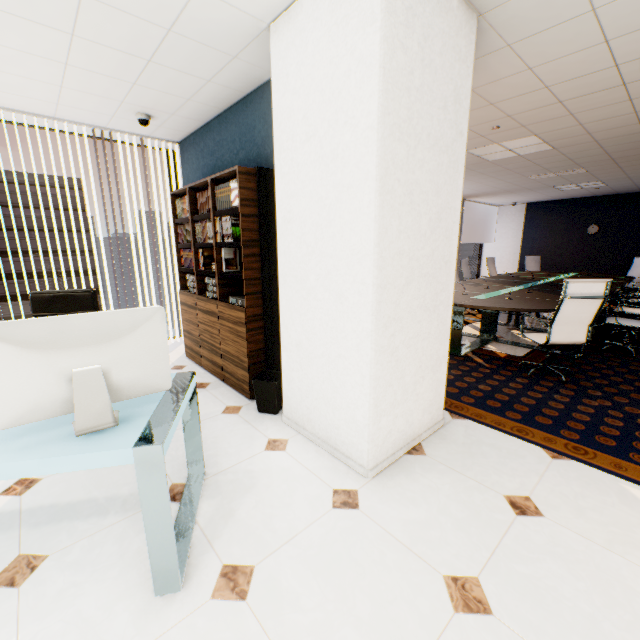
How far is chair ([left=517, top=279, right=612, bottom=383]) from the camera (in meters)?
3.25

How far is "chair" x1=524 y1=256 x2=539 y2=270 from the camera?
10.1m

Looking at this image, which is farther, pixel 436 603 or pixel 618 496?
pixel 618 496

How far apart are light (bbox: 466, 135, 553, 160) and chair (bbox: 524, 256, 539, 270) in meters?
5.4 m

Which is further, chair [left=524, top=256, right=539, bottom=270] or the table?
chair [left=524, top=256, right=539, bottom=270]

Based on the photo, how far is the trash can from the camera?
2.90m

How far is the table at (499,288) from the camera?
4.32m

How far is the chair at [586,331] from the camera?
3.2m
